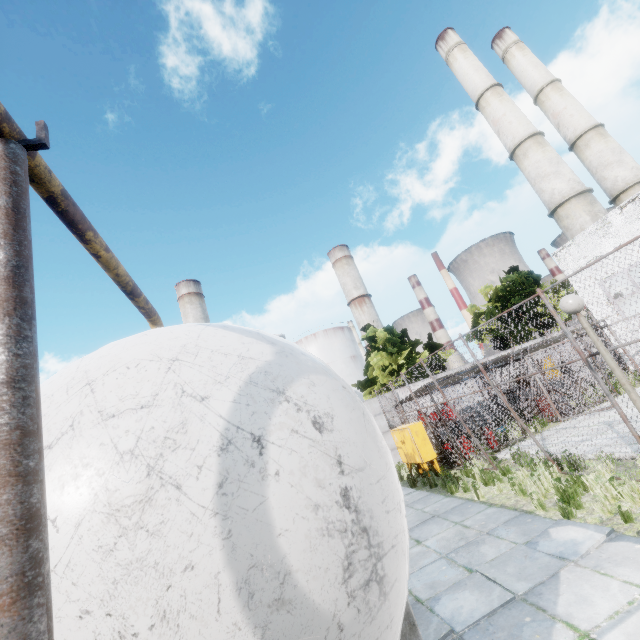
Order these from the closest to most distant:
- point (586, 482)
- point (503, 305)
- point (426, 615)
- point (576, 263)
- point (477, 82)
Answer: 1. point (426, 615)
2. point (586, 482)
3. point (576, 263)
4. point (503, 305)
5. point (477, 82)

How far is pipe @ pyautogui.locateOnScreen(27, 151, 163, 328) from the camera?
1.63m

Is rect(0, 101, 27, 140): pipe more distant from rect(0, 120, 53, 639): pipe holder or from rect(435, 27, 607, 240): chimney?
rect(435, 27, 607, 240): chimney

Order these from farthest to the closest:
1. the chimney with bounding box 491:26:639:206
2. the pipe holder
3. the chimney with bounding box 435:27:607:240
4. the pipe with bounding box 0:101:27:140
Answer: the chimney with bounding box 491:26:639:206, the chimney with bounding box 435:27:607:240, the pipe with bounding box 0:101:27:140, the pipe holder

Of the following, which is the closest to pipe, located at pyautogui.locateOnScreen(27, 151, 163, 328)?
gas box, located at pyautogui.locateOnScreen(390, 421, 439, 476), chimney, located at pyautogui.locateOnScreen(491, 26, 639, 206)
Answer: gas box, located at pyautogui.locateOnScreen(390, 421, 439, 476)

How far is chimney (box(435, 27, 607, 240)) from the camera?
23.3 meters

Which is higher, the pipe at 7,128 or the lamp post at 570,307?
the pipe at 7,128

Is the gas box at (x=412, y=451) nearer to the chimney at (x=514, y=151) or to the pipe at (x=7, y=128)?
the pipe at (x=7, y=128)
